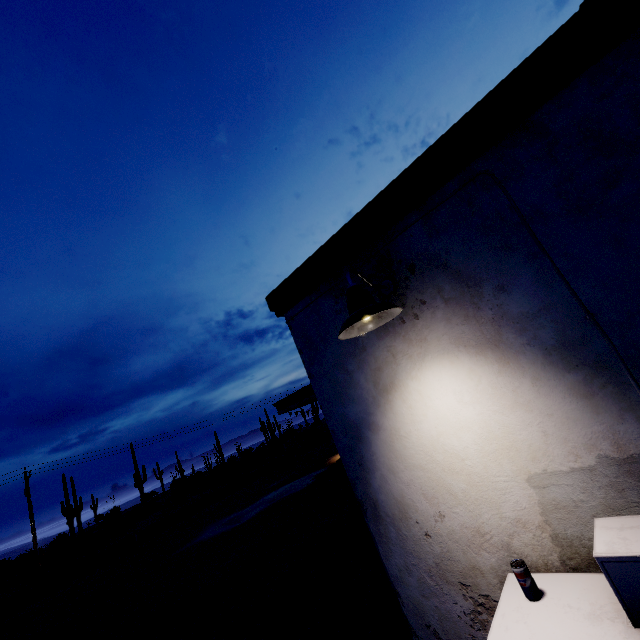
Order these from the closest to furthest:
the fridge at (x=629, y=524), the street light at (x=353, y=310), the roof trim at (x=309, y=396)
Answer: the fridge at (x=629, y=524) → the street light at (x=353, y=310) → the roof trim at (x=309, y=396)

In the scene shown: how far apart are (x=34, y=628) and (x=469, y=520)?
18.6m

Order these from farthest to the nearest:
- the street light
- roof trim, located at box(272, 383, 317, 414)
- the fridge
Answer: roof trim, located at box(272, 383, 317, 414), the street light, the fridge

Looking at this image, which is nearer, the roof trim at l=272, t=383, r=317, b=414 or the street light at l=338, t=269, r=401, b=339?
the street light at l=338, t=269, r=401, b=339

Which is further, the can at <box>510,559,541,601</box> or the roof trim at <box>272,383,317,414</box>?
the roof trim at <box>272,383,317,414</box>

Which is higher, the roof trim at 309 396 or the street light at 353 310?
the roof trim at 309 396

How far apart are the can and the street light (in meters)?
1.63

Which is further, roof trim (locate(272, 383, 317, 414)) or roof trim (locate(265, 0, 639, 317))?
roof trim (locate(272, 383, 317, 414))
